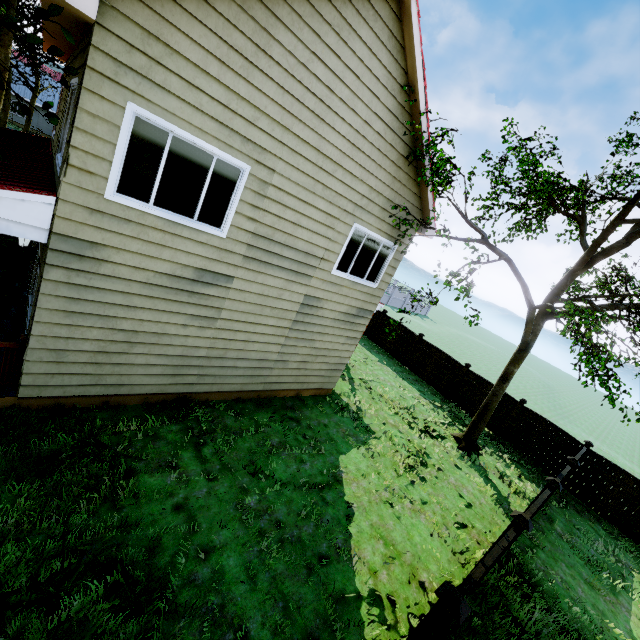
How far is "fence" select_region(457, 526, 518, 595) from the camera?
3.9m

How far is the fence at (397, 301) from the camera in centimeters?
3891cm

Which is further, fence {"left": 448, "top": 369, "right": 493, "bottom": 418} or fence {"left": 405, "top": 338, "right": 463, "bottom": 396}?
fence {"left": 405, "top": 338, "right": 463, "bottom": 396}

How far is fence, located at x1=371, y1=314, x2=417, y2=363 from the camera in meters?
18.0

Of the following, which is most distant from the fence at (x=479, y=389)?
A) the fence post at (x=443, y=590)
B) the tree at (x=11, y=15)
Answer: the tree at (x=11, y=15)

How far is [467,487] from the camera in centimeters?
958cm

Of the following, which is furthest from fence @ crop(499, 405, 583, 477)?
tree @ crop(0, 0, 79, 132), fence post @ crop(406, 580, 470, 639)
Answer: tree @ crop(0, 0, 79, 132)
